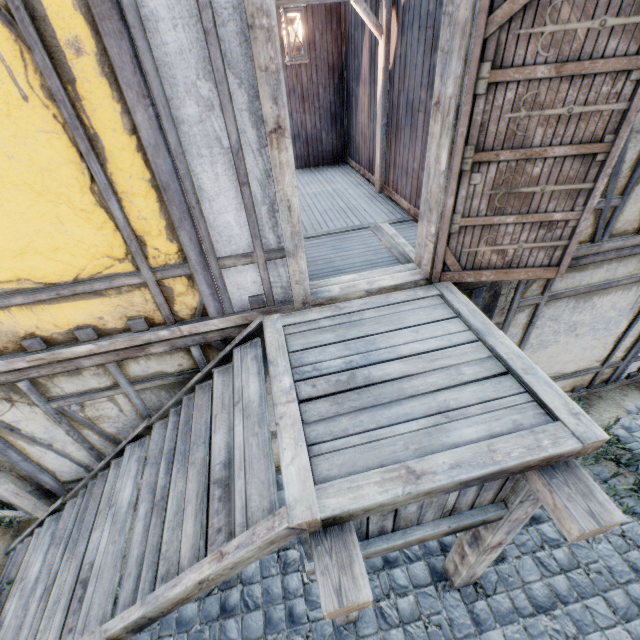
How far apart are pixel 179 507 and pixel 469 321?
2.7 meters

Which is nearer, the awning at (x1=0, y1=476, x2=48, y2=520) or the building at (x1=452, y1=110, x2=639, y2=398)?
the building at (x1=452, y1=110, x2=639, y2=398)

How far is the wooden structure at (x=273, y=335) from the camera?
1.71m

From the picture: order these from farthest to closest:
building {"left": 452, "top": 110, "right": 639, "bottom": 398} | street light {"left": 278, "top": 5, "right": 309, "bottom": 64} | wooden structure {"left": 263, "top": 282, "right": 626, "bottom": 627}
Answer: street light {"left": 278, "top": 5, "right": 309, "bottom": 64} < building {"left": 452, "top": 110, "right": 639, "bottom": 398} < wooden structure {"left": 263, "top": 282, "right": 626, "bottom": 627}

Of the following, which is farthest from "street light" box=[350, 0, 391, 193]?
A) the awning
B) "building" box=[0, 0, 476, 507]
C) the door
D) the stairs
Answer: the awning

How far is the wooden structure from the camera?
1.71m

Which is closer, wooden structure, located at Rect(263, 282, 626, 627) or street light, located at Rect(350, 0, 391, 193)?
wooden structure, located at Rect(263, 282, 626, 627)

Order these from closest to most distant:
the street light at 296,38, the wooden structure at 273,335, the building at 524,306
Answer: the wooden structure at 273,335 < the building at 524,306 < the street light at 296,38
